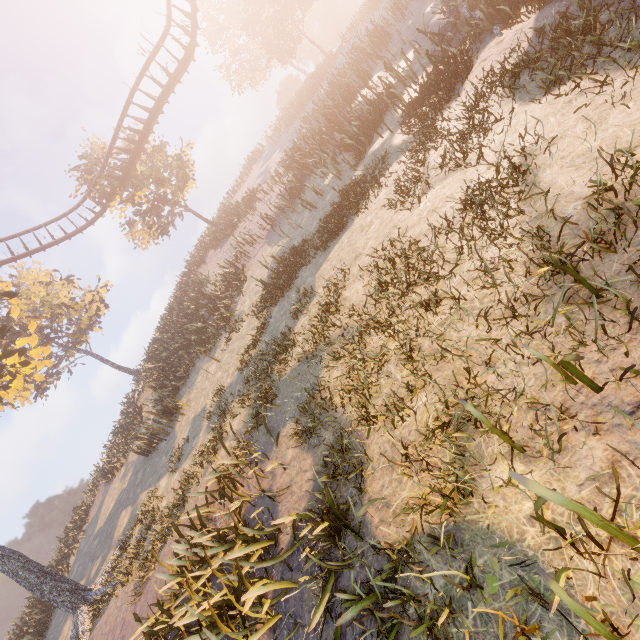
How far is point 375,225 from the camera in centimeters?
871cm

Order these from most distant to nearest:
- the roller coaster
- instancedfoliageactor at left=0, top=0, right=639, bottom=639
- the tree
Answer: the roller coaster < the tree < instancedfoliageactor at left=0, top=0, right=639, bottom=639

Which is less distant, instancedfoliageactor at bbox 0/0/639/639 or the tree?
instancedfoliageactor at bbox 0/0/639/639

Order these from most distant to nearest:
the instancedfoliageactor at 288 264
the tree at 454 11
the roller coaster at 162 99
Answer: the roller coaster at 162 99, the tree at 454 11, the instancedfoliageactor at 288 264

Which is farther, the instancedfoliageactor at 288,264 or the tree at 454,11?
the tree at 454,11

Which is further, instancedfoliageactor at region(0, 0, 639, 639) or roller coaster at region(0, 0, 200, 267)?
roller coaster at region(0, 0, 200, 267)

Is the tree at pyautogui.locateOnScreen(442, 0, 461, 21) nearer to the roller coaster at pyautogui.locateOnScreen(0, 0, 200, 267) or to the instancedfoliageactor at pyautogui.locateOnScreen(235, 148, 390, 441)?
the roller coaster at pyautogui.locateOnScreen(0, 0, 200, 267)
